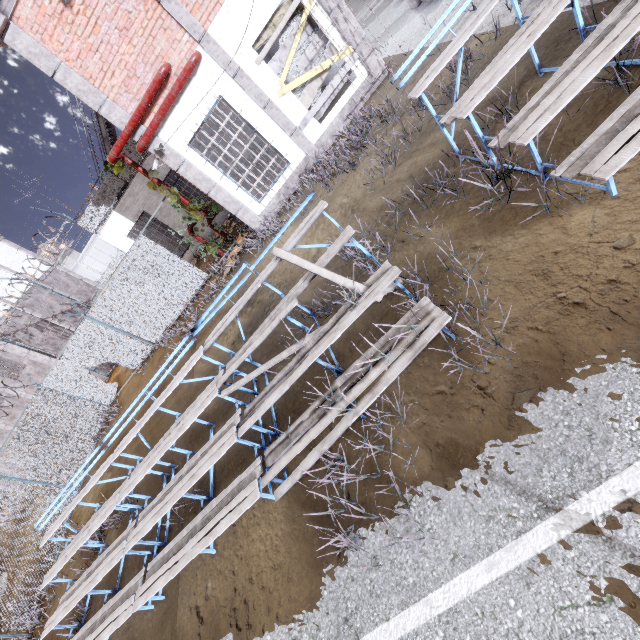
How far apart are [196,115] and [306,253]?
5.1m

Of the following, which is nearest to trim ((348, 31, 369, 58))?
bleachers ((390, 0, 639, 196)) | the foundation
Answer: the foundation

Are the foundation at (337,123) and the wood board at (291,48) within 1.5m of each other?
yes

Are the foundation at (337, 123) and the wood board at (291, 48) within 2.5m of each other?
yes

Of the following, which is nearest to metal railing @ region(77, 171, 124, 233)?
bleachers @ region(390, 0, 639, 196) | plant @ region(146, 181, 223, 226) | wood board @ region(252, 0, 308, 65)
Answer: plant @ region(146, 181, 223, 226)

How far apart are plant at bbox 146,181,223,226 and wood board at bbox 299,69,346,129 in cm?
390

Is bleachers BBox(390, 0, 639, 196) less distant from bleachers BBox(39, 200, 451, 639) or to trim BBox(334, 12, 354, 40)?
bleachers BBox(39, 200, 451, 639)

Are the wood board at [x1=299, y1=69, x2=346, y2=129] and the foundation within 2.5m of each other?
yes
